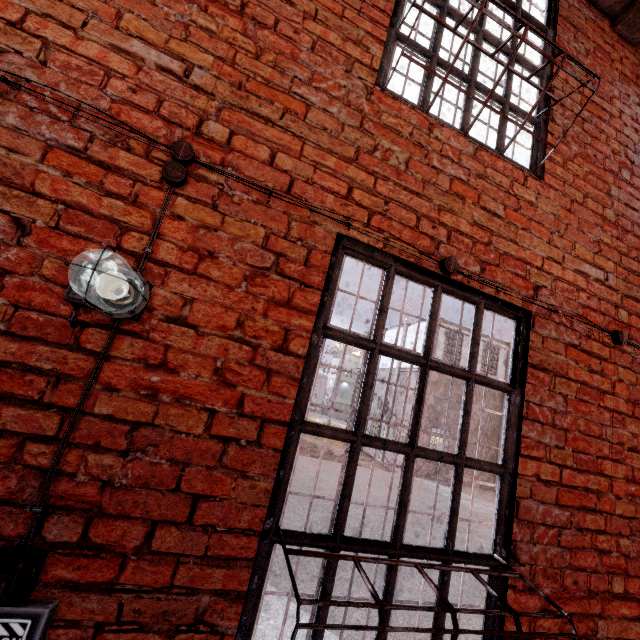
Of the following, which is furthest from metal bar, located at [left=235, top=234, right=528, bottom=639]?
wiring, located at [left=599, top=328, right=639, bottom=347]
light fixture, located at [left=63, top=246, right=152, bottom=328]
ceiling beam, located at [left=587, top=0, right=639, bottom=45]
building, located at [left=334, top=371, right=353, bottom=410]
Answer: building, located at [left=334, top=371, right=353, bottom=410]

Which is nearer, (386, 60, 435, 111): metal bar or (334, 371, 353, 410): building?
(386, 60, 435, 111): metal bar

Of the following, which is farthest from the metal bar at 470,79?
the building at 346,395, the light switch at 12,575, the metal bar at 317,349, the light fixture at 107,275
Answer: the building at 346,395

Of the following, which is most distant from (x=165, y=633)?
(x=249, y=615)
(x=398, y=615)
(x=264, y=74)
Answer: (x=398, y=615)

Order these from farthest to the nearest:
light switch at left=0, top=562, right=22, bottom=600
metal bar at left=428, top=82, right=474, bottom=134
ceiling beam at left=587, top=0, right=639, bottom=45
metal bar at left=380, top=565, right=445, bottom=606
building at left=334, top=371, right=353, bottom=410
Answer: building at left=334, top=371, right=353, bottom=410 < ceiling beam at left=587, top=0, right=639, bottom=45 < metal bar at left=428, top=82, right=474, bottom=134 < metal bar at left=380, top=565, right=445, bottom=606 < light switch at left=0, top=562, right=22, bottom=600

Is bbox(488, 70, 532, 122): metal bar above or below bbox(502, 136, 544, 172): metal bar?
above

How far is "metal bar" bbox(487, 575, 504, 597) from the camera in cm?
172

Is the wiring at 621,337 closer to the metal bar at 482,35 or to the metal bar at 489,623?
Result: the metal bar at 489,623
